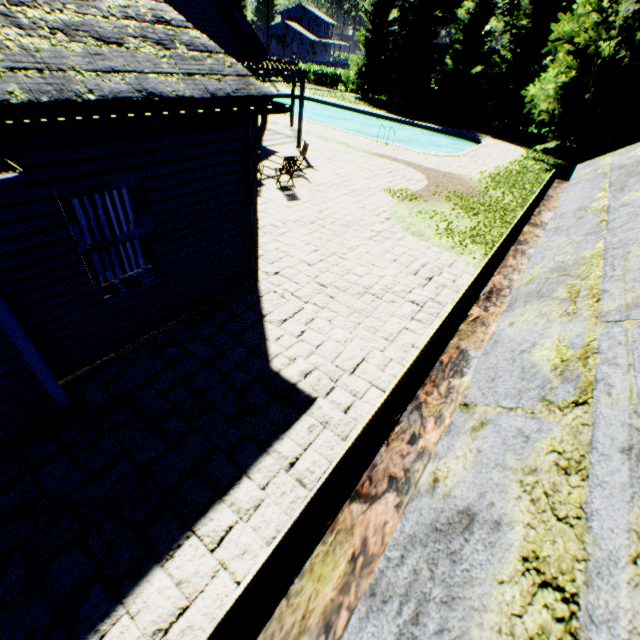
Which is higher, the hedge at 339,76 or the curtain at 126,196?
the curtain at 126,196

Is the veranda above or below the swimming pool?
above

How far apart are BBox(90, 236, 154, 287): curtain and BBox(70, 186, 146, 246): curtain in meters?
0.1

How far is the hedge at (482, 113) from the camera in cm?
3216

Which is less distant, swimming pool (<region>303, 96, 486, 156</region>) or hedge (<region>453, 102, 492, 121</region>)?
swimming pool (<region>303, 96, 486, 156</region>)

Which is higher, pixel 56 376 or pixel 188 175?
pixel 188 175

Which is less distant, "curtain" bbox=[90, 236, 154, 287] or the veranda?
"curtain" bbox=[90, 236, 154, 287]

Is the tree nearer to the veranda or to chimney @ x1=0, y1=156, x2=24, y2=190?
chimney @ x1=0, y1=156, x2=24, y2=190
